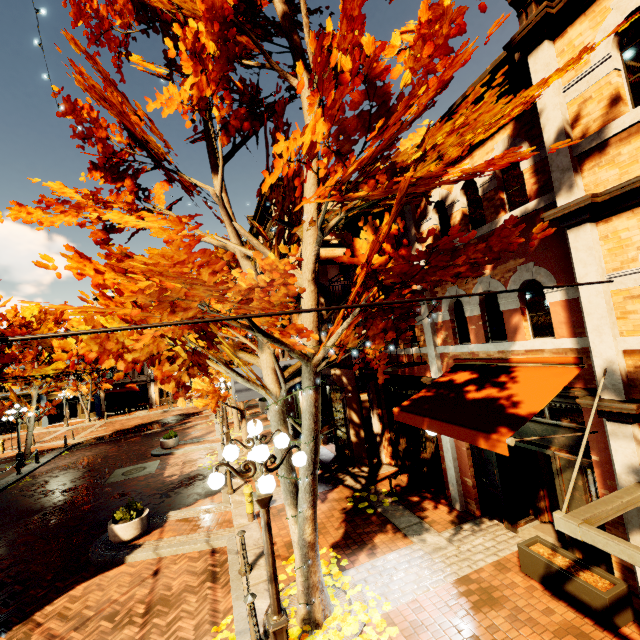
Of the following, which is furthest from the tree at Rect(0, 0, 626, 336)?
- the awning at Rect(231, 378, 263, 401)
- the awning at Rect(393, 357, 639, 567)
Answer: the awning at Rect(393, 357, 639, 567)

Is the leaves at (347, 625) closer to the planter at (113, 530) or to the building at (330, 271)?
the building at (330, 271)

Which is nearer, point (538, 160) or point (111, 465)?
point (538, 160)

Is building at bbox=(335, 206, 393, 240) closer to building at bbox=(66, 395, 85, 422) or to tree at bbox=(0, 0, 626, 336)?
tree at bbox=(0, 0, 626, 336)

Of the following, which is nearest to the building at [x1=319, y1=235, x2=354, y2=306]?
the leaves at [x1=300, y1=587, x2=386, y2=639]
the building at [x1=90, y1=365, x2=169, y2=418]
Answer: the leaves at [x1=300, y1=587, x2=386, y2=639]

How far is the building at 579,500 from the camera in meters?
5.7 m

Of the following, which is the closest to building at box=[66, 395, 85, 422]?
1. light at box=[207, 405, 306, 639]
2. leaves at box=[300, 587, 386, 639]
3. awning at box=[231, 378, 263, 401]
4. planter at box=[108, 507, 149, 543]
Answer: awning at box=[231, 378, 263, 401]

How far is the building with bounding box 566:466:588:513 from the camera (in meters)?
5.71
